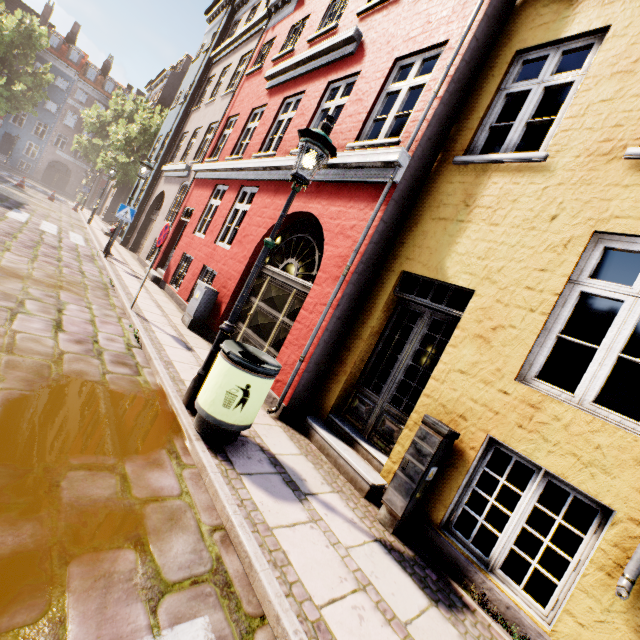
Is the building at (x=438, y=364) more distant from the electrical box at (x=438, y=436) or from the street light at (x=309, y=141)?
the street light at (x=309, y=141)

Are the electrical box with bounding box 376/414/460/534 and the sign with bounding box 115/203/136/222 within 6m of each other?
no

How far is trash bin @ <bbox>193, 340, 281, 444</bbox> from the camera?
3.33m

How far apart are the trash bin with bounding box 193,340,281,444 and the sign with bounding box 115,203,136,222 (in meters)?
9.60

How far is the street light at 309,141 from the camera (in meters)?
3.67

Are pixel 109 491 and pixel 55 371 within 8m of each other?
yes

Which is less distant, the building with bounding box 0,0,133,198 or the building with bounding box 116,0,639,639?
the building with bounding box 116,0,639,639

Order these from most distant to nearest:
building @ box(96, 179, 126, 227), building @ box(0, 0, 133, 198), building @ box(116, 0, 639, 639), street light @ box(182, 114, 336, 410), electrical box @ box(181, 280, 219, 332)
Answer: building @ box(0, 0, 133, 198), building @ box(96, 179, 126, 227), electrical box @ box(181, 280, 219, 332), street light @ box(182, 114, 336, 410), building @ box(116, 0, 639, 639)
